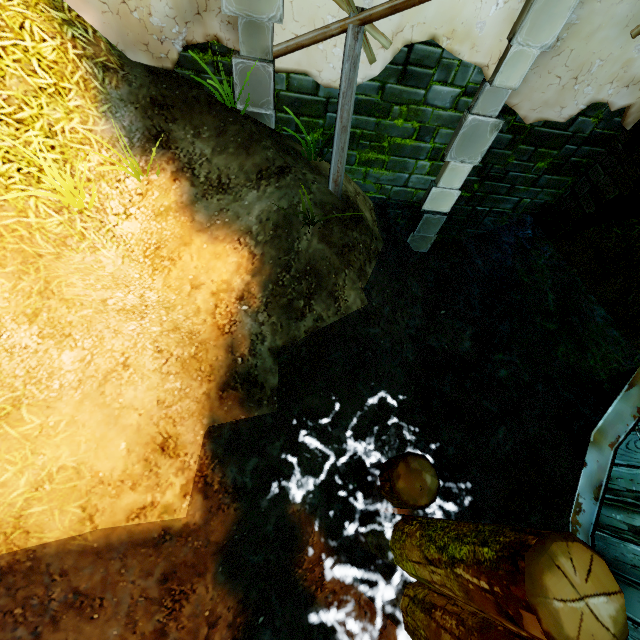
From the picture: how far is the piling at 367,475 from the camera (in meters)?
3.28

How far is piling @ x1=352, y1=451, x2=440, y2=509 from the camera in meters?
3.3

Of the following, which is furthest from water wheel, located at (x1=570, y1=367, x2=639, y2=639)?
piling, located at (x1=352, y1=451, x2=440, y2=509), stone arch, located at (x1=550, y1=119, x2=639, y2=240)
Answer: stone arch, located at (x1=550, y1=119, x2=639, y2=240)

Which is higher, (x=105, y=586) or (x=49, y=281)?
(x=49, y=281)

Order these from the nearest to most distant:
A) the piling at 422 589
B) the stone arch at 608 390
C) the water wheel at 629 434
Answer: the piling at 422 589 < the water wheel at 629 434 < the stone arch at 608 390

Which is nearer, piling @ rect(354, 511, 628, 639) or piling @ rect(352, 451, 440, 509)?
piling @ rect(354, 511, 628, 639)

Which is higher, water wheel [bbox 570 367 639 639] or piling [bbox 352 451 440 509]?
water wheel [bbox 570 367 639 639]

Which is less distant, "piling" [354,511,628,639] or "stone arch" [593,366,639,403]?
"piling" [354,511,628,639]
